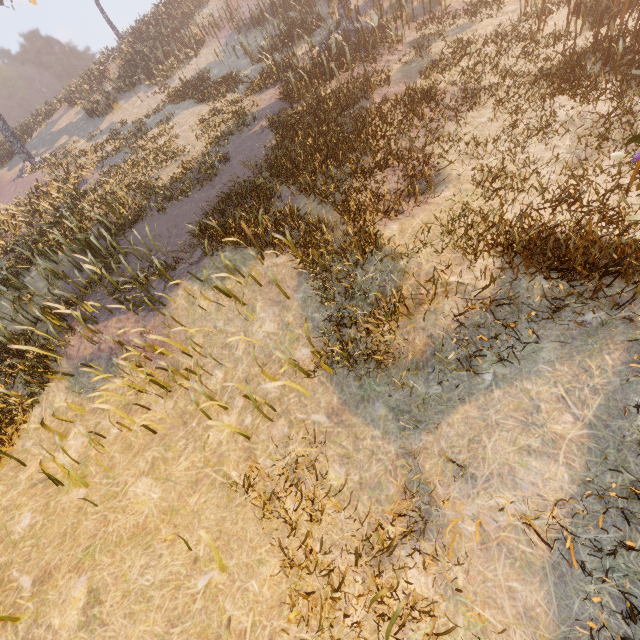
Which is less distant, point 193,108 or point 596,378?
point 596,378
